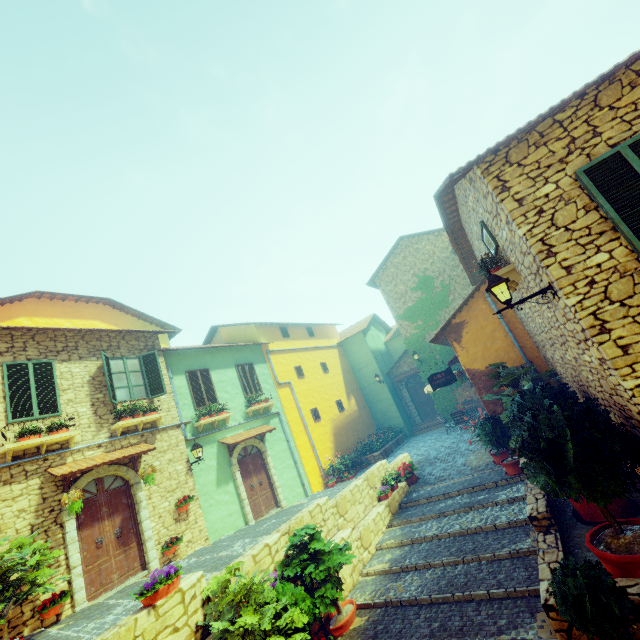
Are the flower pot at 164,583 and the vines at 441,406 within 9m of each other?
no

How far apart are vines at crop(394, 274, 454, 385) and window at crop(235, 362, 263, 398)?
8.98m

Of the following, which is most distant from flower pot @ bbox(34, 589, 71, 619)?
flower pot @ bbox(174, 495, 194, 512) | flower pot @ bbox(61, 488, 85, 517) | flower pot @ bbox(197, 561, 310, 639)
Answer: flower pot @ bbox(197, 561, 310, 639)

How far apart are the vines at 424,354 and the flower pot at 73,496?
16.0m

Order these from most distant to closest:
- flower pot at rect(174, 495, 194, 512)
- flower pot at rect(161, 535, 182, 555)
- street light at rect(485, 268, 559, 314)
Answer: flower pot at rect(174, 495, 194, 512) → flower pot at rect(161, 535, 182, 555) → street light at rect(485, 268, 559, 314)

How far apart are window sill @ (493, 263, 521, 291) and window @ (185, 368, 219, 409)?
10.6m

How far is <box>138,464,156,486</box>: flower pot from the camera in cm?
922

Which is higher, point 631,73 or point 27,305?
point 27,305
